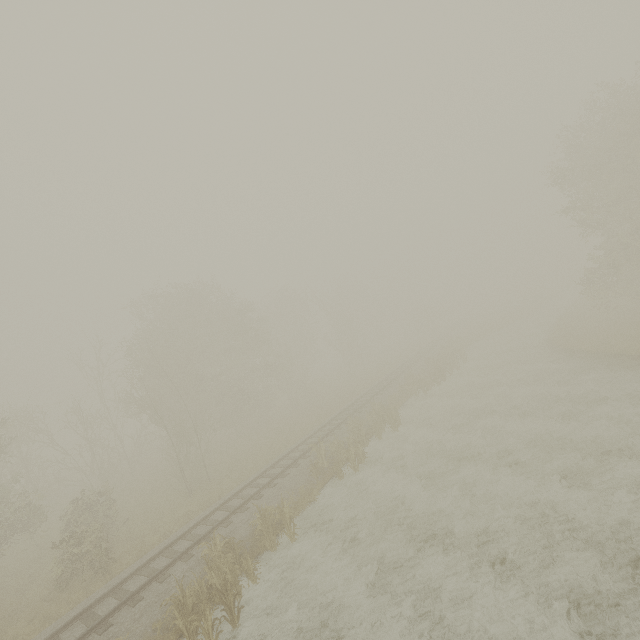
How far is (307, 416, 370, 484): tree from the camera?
16.5 meters

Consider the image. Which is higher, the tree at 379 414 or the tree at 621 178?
the tree at 621 178

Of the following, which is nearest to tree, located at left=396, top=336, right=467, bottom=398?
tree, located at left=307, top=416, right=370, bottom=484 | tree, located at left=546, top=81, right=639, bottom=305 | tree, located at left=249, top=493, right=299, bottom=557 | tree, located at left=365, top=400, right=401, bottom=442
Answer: tree, located at left=365, top=400, right=401, bottom=442

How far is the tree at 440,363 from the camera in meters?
26.4 m

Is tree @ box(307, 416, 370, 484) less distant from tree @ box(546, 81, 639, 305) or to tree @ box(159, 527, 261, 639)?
tree @ box(159, 527, 261, 639)

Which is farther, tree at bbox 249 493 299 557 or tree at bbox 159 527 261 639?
tree at bbox 249 493 299 557

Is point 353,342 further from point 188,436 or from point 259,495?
point 259,495

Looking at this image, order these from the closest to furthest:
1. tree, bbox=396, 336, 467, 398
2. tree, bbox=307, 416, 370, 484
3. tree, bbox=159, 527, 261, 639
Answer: tree, bbox=159, 527, 261, 639 → tree, bbox=307, 416, 370, 484 → tree, bbox=396, 336, 467, 398
